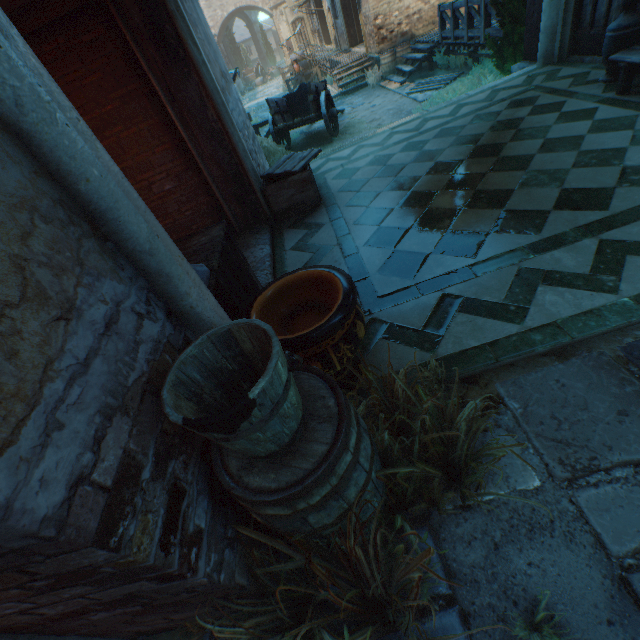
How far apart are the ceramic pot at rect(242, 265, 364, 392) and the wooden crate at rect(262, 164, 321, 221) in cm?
289

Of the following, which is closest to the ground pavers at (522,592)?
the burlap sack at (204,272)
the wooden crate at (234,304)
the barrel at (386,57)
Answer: the wooden crate at (234,304)

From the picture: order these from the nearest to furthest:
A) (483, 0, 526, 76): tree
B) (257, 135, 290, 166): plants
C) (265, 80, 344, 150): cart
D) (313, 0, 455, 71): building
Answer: (483, 0, 526, 76): tree < (257, 135, 290, 166): plants < (265, 80, 344, 150): cart < (313, 0, 455, 71): building

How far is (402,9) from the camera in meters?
13.6 m

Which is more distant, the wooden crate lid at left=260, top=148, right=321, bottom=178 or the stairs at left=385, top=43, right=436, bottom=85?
the stairs at left=385, top=43, right=436, bottom=85

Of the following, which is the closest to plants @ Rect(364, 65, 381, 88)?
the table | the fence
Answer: the fence

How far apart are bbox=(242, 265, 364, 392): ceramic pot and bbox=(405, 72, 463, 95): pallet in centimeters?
1194cm

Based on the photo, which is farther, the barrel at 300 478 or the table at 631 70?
the table at 631 70
